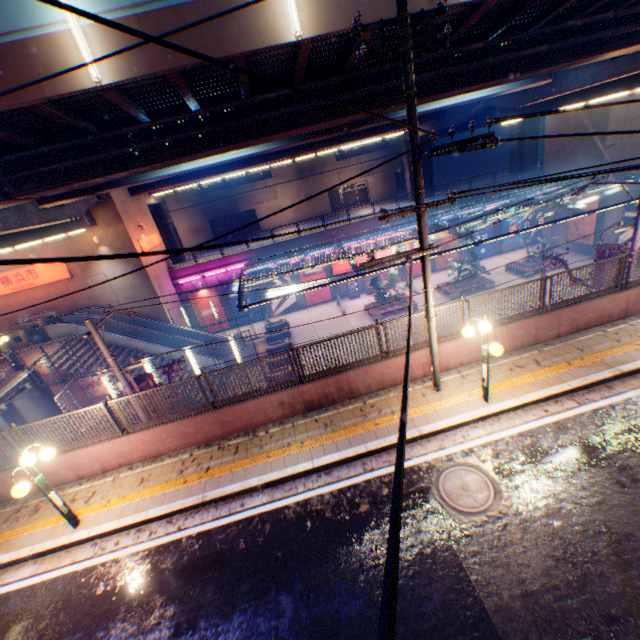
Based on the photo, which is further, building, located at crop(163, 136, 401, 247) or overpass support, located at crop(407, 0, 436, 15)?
building, located at crop(163, 136, 401, 247)

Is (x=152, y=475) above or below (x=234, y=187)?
below

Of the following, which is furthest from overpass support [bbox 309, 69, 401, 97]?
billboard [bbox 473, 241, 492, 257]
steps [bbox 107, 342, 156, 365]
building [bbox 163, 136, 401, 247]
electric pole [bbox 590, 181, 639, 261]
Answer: building [bbox 163, 136, 401, 247]

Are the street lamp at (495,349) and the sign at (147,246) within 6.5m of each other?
no

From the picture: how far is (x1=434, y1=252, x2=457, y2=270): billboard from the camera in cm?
3322

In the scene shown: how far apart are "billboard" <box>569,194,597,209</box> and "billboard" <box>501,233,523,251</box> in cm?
401

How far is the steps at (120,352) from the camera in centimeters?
2138cm

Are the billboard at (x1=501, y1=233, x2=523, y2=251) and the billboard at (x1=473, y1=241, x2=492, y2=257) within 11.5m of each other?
yes
